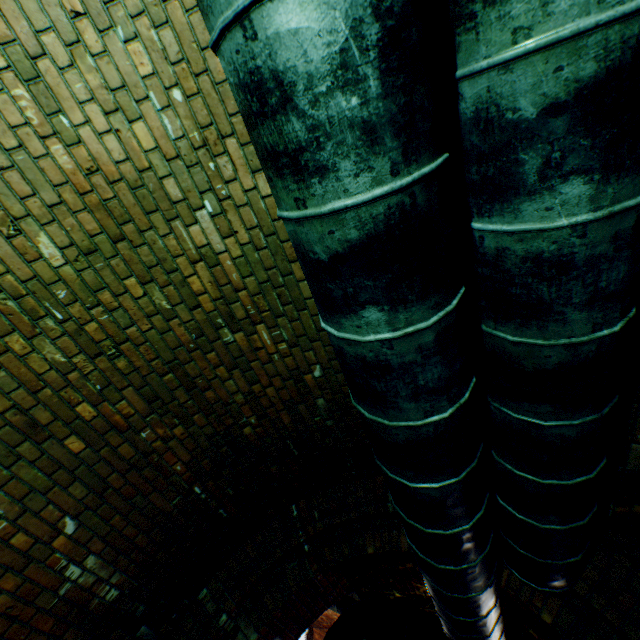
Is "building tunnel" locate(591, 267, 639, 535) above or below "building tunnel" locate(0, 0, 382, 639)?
above

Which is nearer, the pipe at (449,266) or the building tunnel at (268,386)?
the pipe at (449,266)

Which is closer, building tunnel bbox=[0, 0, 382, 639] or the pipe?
the pipe

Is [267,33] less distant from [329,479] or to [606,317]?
[606,317]

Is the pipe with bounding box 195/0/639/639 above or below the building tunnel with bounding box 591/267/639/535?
below
